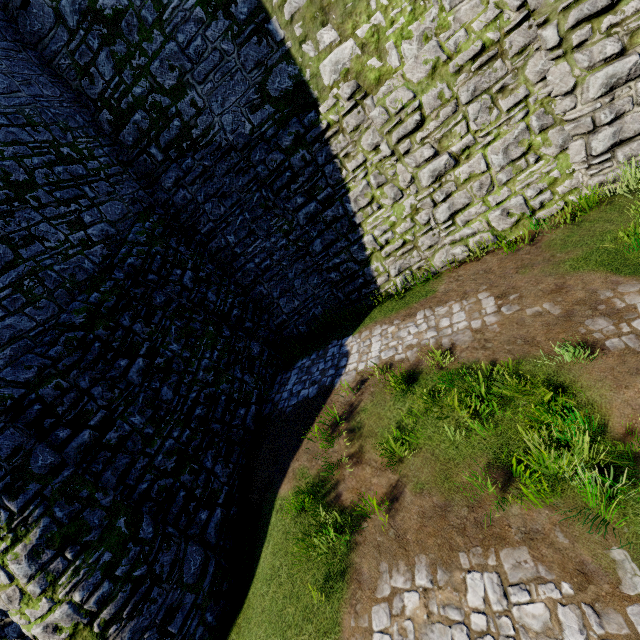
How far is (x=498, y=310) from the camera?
6.7 meters
